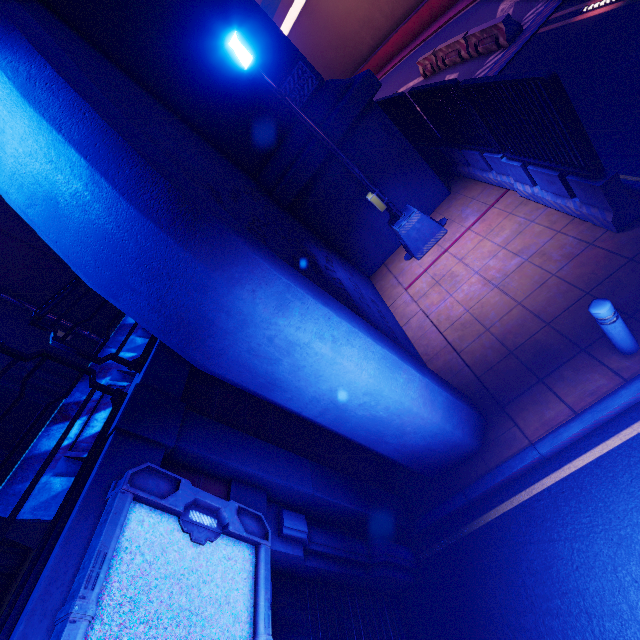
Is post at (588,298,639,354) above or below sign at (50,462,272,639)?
below

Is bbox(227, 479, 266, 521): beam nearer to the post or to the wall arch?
the post

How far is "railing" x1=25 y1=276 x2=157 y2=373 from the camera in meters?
3.5 m

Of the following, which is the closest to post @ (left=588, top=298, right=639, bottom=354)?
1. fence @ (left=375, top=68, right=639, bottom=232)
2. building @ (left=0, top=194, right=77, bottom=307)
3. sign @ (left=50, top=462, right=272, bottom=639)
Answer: fence @ (left=375, top=68, right=639, bottom=232)

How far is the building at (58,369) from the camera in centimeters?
903cm

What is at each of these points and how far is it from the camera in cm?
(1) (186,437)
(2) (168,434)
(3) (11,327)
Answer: (1) column, 349
(2) pillar, 333
(3) building, 831

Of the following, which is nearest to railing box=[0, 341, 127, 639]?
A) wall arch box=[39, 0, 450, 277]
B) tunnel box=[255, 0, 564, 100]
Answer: wall arch box=[39, 0, 450, 277]

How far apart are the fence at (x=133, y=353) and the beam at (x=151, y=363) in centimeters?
27cm
